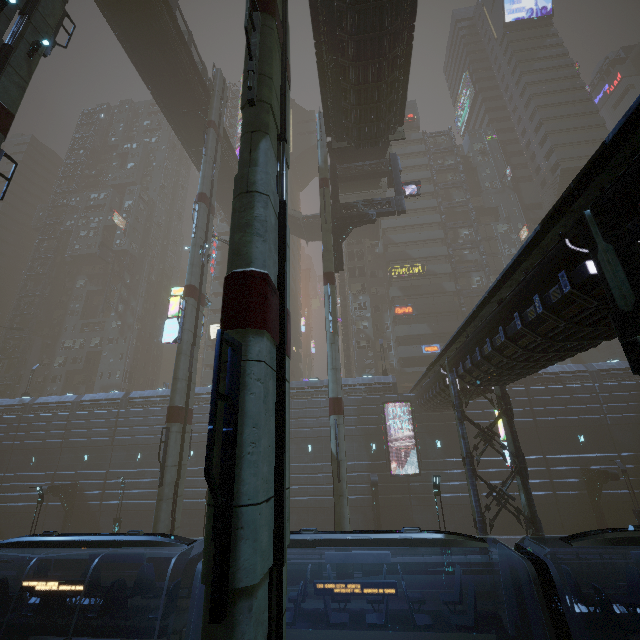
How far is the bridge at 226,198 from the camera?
38.8m

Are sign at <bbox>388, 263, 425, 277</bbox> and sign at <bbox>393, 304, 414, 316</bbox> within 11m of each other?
yes

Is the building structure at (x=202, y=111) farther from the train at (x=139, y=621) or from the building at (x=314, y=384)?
the train at (x=139, y=621)

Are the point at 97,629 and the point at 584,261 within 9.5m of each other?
no

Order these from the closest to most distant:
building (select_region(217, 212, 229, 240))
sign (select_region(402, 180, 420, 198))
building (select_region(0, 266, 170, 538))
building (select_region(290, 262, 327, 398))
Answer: sign (select_region(402, 180, 420, 198)) → building (select_region(0, 266, 170, 538)) → building (select_region(290, 262, 327, 398)) → building (select_region(217, 212, 229, 240))

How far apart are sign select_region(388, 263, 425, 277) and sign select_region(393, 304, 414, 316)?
4.3m

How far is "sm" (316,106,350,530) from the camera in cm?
1816

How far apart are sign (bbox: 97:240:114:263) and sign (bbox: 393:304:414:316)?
49.7 meters
